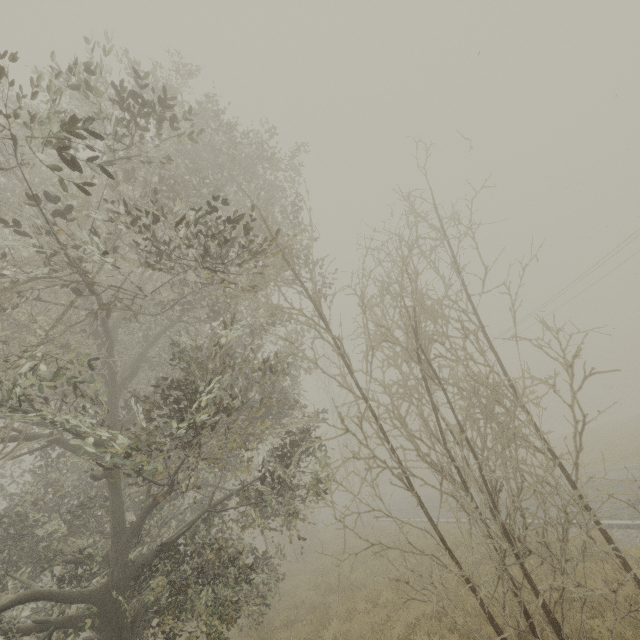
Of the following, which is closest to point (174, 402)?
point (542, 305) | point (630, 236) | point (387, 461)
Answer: point (630, 236)
